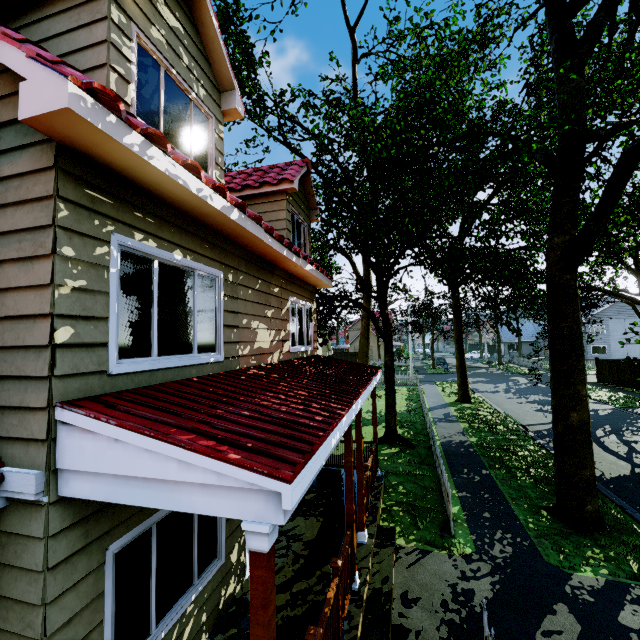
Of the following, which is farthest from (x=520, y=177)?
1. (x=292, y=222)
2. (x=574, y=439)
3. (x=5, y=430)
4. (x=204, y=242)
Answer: (x=5, y=430)

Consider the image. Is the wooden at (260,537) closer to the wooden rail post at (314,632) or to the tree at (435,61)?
the wooden rail post at (314,632)

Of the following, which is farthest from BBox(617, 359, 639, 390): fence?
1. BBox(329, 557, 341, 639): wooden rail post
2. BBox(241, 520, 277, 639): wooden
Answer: BBox(241, 520, 277, 639): wooden

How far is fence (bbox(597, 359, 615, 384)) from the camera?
27.3 meters

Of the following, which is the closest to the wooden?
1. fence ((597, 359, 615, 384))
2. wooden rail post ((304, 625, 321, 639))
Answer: wooden rail post ((304, 625, 321, 639))

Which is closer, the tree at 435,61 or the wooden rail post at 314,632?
the wooden rail post at 314,632

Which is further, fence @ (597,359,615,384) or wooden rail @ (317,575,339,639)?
fence @ (597,359,615,384)

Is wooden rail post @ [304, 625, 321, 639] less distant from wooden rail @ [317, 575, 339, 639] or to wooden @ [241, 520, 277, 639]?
wooden rail @ [317, 575, 339, 639]
